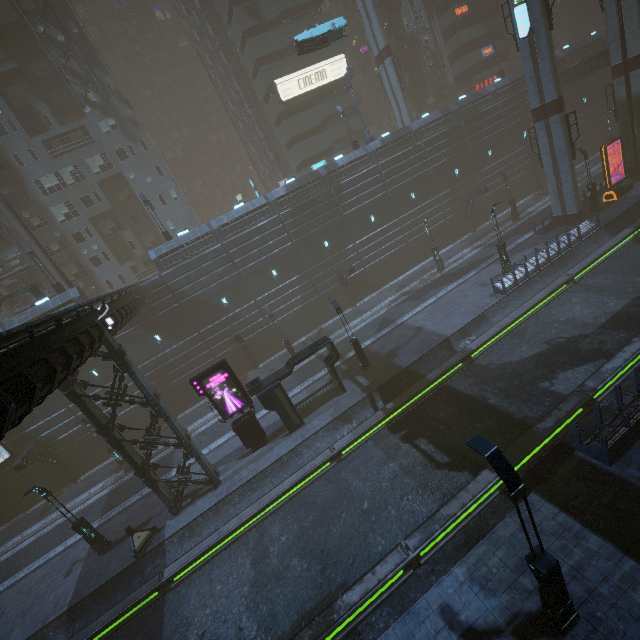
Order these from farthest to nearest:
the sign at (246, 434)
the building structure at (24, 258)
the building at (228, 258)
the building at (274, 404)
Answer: the building structure at (24, 258) < the building at (274, 404) < the sign at (246, 434) < the building at (228, 258)

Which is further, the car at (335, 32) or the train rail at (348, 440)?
the car at (335, 32)

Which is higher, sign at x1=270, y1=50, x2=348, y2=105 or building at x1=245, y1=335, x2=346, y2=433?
sign at x1=270, y1=50, x2=348, y2=105

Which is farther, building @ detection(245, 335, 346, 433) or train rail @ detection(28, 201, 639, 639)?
building @ detection(245, 335, 346, 433)

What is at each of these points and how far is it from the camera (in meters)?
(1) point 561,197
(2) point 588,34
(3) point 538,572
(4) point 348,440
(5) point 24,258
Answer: (1) sm, 27.53
(2) building, 55.16
(3) street light, 7.23
(4) train rail, 17.66
(5) building structure, 33.34

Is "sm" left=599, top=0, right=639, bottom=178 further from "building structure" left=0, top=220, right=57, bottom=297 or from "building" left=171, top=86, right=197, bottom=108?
"building structure" left=0, top=220, right=57, bottom=297

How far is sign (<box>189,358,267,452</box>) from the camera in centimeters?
1827cm

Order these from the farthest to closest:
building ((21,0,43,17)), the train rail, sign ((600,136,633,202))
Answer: building ((21,0,43,17)) → sign ((600,136,633,202)) → the train rail
